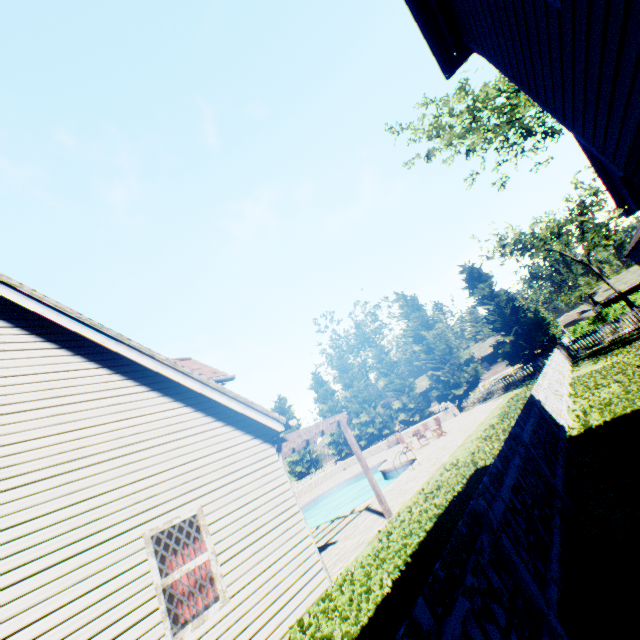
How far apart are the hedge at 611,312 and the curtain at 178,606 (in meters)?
52.45

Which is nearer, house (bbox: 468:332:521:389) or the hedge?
the hedge

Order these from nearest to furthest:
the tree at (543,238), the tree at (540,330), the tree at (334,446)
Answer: the tree at (540,330) → the tree at (334,446) → the tree at (543,238)

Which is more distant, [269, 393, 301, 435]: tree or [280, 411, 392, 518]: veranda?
[269, 393, 301, 435]: tree

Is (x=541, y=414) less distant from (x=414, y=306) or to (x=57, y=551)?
(x=57, y=551)

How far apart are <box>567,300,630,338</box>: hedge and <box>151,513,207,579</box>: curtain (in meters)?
52.45

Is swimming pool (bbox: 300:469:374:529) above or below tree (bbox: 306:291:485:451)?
below

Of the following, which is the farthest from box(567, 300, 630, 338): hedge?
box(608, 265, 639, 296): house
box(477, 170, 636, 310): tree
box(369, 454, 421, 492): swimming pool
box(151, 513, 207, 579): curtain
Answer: box(151, 513, 207, 579): curtain
